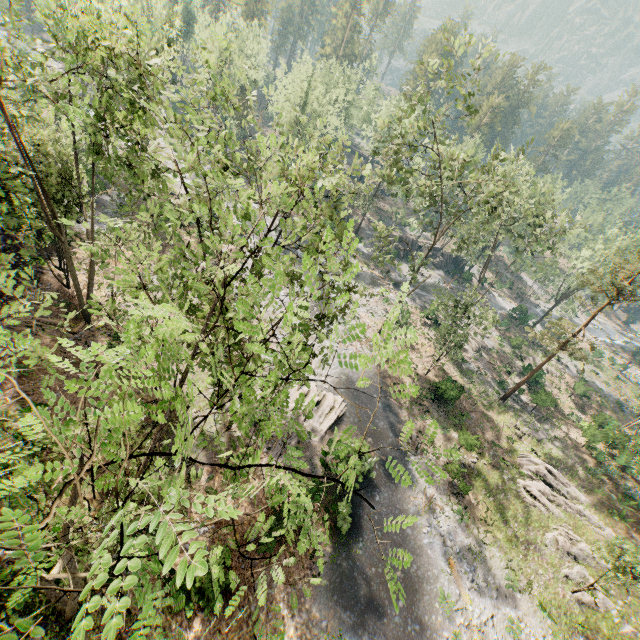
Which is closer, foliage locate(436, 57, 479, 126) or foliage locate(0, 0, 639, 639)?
foliage locate(0, 0, 639, 639)

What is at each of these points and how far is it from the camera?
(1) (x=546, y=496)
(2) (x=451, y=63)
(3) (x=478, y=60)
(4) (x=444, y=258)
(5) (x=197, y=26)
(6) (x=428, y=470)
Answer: (1) foliage, 25.9m
(2) foliage, 19.2m
(3) foliage, 20.4m
(4) rock, 58.8m
(5) foliage, 46.3m
(6) foliage, 25.0m

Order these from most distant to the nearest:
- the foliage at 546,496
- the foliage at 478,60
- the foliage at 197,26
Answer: the foliage at 478,60 → the foliage at 546,496 → the foliage at 197,26

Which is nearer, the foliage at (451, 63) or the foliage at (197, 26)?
the foliage at (197, 26)

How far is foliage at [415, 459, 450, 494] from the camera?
3.4m

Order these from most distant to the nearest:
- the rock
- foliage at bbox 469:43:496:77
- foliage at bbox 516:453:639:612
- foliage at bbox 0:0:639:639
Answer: the rock < foliage at bbox 469:43:496:77 < foliage at bbox 516:453:639:612 < foliage at bbox 0:0:639:639

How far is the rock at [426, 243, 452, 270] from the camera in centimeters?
5784cm
